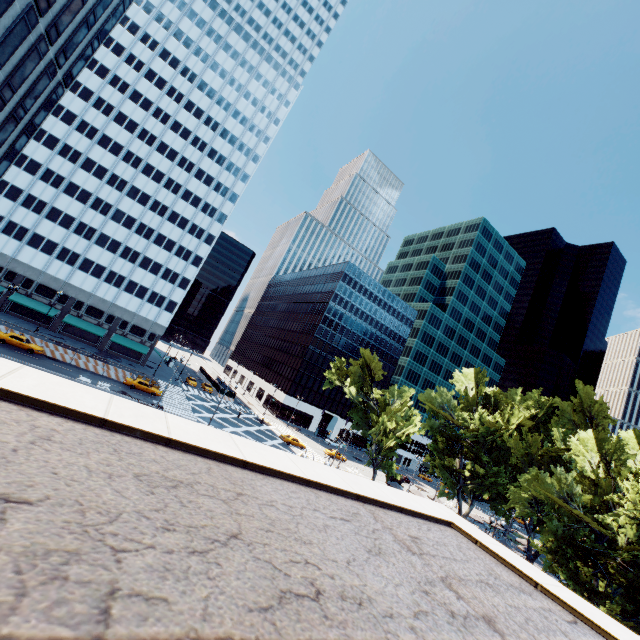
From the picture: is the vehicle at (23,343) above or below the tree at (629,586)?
below

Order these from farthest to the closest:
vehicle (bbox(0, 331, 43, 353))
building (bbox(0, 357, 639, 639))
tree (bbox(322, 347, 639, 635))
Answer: vehicle (bbox(0, 331, 43, 353))
tree (bbox(322, 347, 639, 635))
building (bbox(0, 357, 639, 639))

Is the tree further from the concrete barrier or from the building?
the concrete barrier

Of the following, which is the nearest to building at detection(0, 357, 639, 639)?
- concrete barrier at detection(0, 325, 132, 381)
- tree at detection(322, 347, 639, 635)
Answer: concrete barrier at detection(0, 325, 132, 381)

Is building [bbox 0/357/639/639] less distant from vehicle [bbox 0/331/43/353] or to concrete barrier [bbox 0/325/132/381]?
vehicle [bbox 0/331/43/353]

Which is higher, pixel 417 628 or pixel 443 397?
pixel 443 397

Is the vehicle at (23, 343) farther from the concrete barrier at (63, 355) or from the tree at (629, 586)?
the tree at (629, 586)

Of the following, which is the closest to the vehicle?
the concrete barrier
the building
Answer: the concrete barrier
